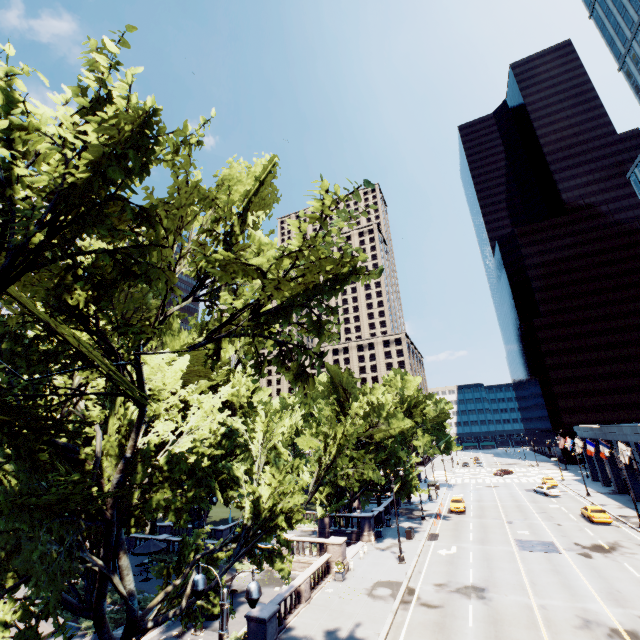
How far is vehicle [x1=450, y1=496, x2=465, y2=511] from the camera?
43.50m

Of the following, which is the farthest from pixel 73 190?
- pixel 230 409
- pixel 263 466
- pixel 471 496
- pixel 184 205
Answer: pixel 471 496

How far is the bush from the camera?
20.5m

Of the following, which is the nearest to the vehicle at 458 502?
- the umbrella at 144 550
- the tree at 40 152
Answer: the tree at 40 152

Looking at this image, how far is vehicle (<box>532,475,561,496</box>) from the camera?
49.22m

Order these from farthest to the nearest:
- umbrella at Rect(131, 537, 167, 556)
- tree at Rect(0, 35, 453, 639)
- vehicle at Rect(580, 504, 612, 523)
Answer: vehicle at Rect(580, 504, 612, 523)
umbrella at Rect(131, 537, 167, 556)
tree at Rect(0, 35, 453, 639)

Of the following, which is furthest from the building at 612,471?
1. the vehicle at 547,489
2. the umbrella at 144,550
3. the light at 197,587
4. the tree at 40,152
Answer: the umbrella at 144,550

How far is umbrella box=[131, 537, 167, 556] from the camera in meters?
27.5
